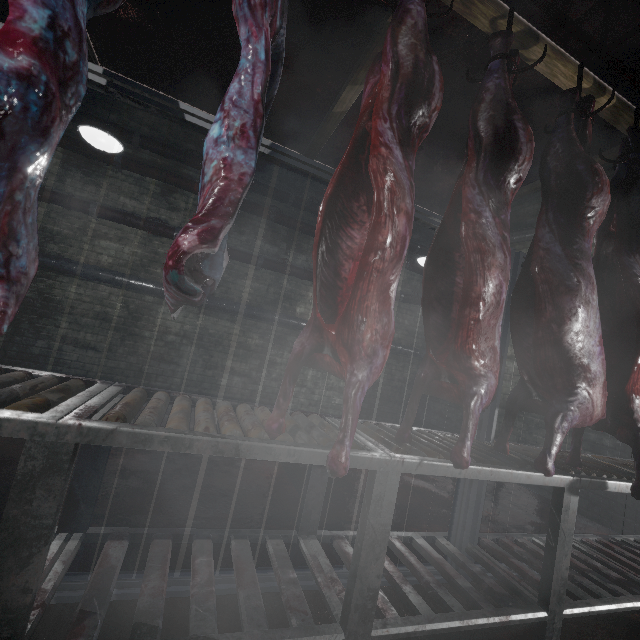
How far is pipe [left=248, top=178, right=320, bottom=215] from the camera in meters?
5.1

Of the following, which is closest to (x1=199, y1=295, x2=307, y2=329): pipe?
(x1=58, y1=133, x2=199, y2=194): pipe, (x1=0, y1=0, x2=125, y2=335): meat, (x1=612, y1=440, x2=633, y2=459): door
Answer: (x1=58, y1=133, x2=199, y2=194): pipe

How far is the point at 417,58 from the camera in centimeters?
118cm

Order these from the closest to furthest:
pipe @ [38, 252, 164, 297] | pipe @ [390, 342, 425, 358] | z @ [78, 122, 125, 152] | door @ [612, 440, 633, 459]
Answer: z @ [78, 122, 125, 152], door @ [612, 440, 633, 459], pipe @ [38, 252, 164, 297], pipe @ [390, 342, 425, 358]

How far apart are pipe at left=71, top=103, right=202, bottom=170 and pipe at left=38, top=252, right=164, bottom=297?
1.71m

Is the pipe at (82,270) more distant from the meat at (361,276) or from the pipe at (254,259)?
the meat at (361,276)

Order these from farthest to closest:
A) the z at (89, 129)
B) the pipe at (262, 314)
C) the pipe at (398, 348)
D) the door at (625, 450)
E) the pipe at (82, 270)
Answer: the pipe at (398, 348)
the pipe at (262, 314)
the pipe at (82, 270)
the door at (625, 450)
the z at (89, 129)
